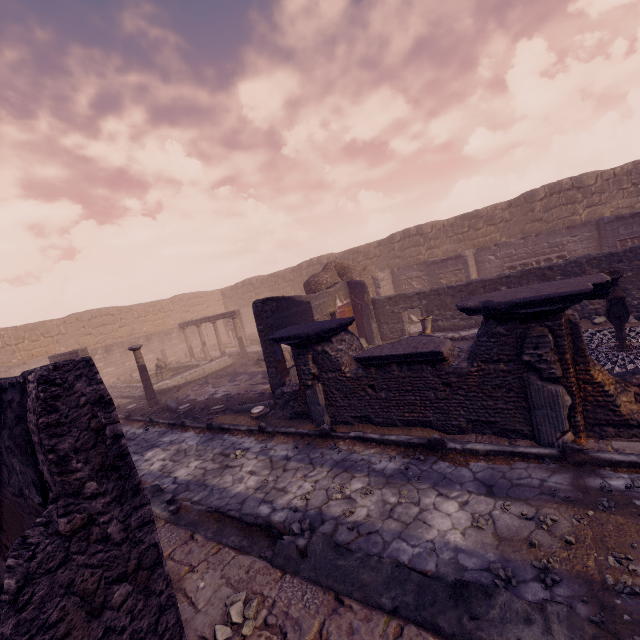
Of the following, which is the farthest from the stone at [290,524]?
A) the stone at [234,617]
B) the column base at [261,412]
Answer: the column base at [261,412]

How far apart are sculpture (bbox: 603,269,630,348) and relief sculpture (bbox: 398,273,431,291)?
Answer: 11.0m

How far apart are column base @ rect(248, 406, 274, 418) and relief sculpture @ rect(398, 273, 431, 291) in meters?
12.2 m

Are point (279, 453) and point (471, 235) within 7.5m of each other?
no

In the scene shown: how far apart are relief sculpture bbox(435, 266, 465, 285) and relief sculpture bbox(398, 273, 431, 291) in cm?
179

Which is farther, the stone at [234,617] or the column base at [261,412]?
the column base at [261,412]

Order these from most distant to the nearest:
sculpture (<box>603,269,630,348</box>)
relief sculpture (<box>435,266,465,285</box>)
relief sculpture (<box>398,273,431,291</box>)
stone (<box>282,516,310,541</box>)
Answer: relief sculpture (<box>398,273,431,291</box>) → relief sculpture (<box>435,266,465,285</box>) → sculpture (<box>603,269,630,348</box>) → stone (<box>282,516,310,541</box>)

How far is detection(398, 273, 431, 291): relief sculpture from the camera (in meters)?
18.11
